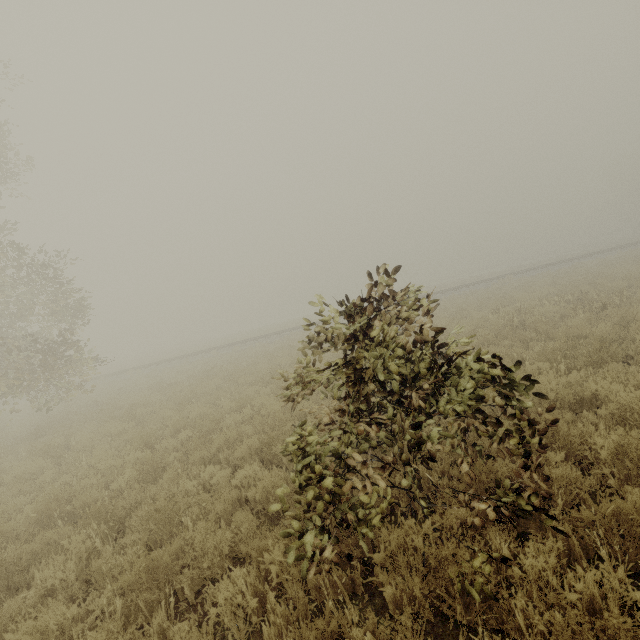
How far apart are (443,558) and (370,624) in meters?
0.9 m
